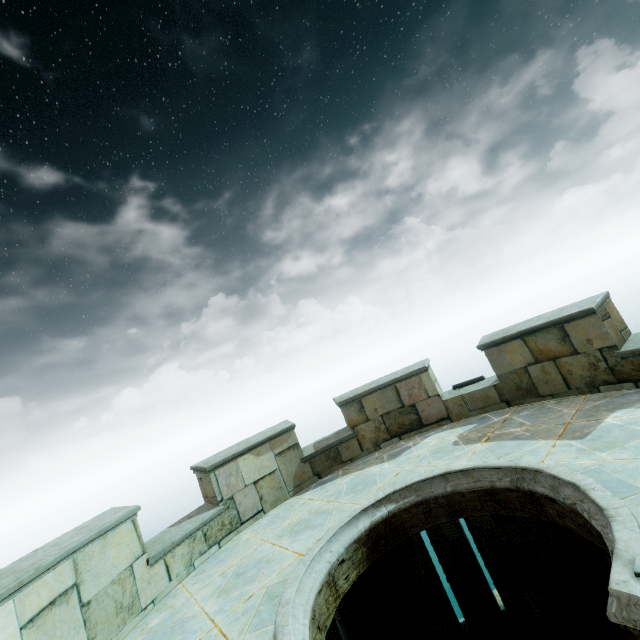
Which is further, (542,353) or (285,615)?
(542,353)
